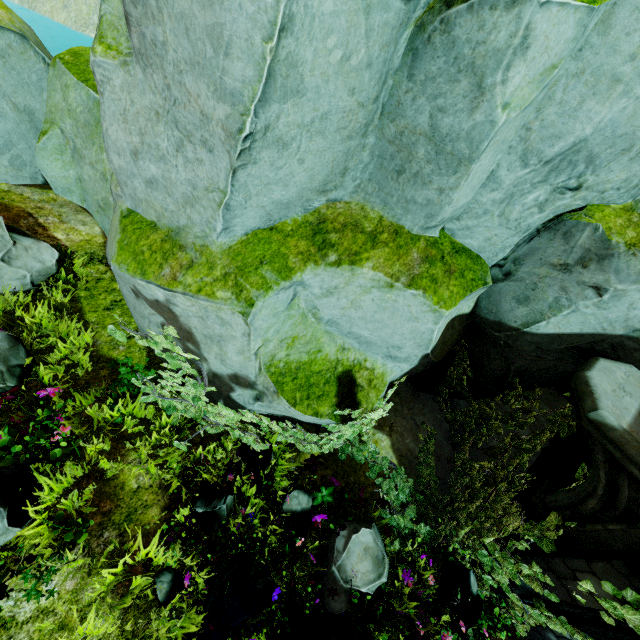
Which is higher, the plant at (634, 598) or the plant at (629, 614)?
the plant at (634, 598)

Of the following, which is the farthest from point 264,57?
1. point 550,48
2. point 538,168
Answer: point 538,168

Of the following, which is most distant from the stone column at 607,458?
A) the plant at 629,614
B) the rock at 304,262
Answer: the rock at 304,262

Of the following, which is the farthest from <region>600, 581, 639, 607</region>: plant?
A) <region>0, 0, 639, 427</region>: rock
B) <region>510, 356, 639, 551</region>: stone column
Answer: <region>0, 0, 639, 427</region>: rock

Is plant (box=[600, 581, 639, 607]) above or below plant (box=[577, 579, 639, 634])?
above
